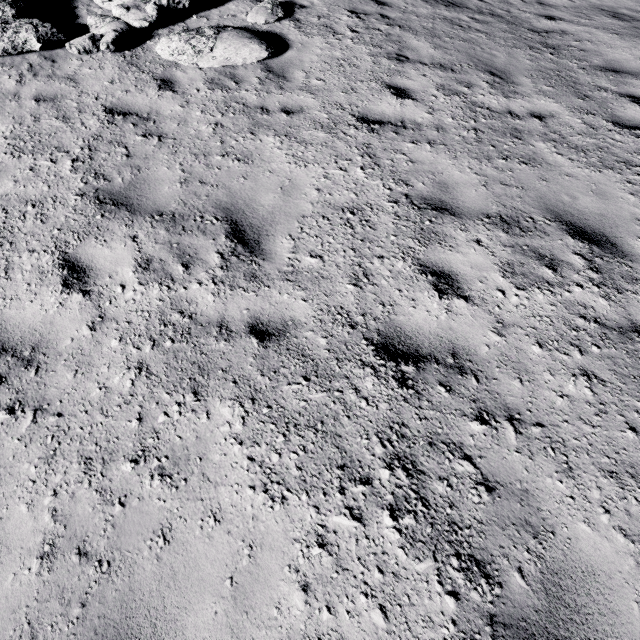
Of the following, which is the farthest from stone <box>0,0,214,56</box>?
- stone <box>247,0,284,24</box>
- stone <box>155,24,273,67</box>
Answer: stone <box>247,0,284,24</box>

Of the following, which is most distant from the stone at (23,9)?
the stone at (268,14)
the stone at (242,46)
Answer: the stone at (268,14)

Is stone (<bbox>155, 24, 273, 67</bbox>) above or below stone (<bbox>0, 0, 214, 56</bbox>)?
below

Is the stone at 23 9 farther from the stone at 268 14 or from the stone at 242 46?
the stone at 268 14

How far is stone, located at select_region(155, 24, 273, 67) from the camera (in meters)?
5.93

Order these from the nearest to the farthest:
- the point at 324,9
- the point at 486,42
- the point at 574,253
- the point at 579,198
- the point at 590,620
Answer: the point at 590,620 < the point at 574,253 < the point at 579,198 < the point at 486,42 < the point at 324,9

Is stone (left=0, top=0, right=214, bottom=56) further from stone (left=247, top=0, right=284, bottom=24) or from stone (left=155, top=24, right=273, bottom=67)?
stone (left=247, top=0, right=284, bottom=24)

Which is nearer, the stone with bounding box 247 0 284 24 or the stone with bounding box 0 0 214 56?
the stone with bounding box 0 0 214 56
